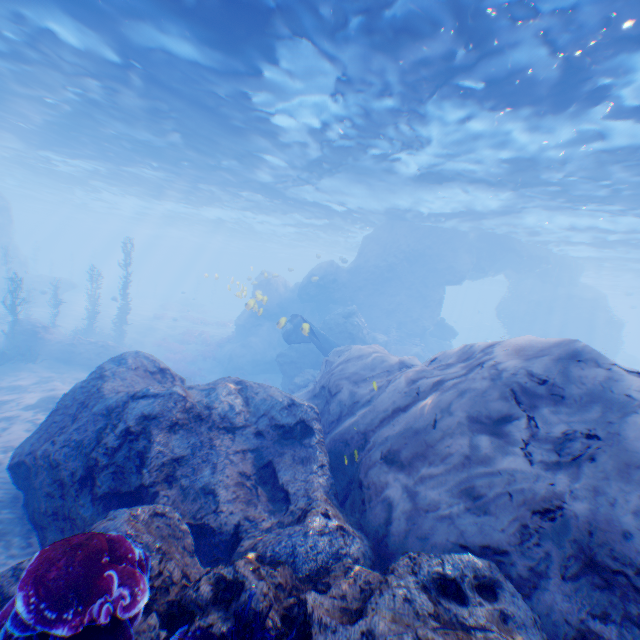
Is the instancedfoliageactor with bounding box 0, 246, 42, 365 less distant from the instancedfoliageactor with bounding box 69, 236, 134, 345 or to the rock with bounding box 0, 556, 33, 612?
the rock with bounding box 0, 556, 33, 612

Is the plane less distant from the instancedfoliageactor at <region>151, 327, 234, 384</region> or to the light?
the light

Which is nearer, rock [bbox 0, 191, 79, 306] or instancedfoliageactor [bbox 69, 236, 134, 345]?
instancedfoliageactor [bbox 69, 236, 134, 345]

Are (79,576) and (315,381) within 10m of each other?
yes

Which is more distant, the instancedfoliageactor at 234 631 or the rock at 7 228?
the rock at 7 228

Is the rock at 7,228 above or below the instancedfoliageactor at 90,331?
above

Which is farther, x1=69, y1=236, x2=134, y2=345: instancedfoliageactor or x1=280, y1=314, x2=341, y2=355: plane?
x1=69, y1=236, x2=134, y2=345: instancedfoliageactor

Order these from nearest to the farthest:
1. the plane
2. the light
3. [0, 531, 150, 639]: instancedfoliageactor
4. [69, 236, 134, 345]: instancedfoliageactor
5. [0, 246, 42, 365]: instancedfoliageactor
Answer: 1. [0, 531, 150, 639]: instancedfoliageactor
2. the light
3. [0, 246, 42, 365]: instancedfoliageactor
4. the plane
5. [69, 236, 134, 345]: instancedfoliageactor
